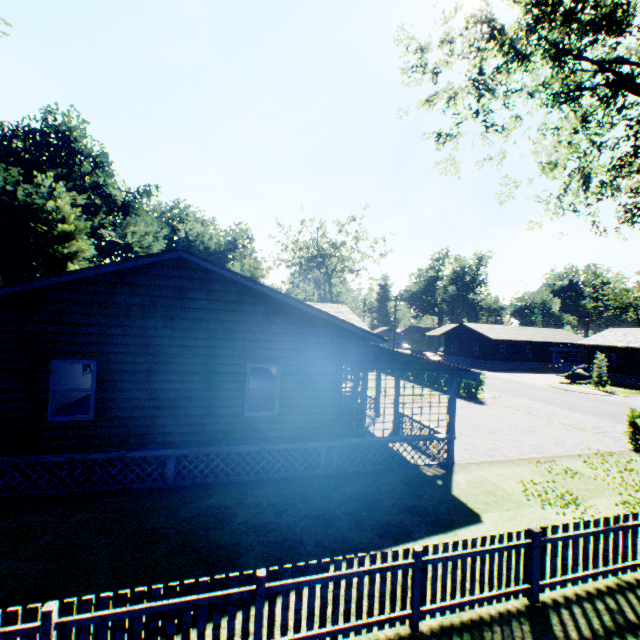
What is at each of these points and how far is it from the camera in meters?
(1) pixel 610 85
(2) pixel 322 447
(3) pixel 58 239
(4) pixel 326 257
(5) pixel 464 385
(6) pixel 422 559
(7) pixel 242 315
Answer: (1) tree, 12.7
(2) house, 10.4
(3) plant, 30.4
(4) tree, 49.8
(5) hedge, 24.7
(6) fence, 5.2
(7) flat, 9.7

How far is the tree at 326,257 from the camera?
48.00m

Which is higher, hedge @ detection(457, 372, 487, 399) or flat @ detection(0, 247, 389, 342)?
flat @ detection(0, 247, 389, 342)

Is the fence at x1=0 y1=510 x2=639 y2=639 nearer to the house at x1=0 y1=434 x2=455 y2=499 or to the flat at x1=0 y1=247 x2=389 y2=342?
the house at x1=0 y1=434 x2=455 y2=499

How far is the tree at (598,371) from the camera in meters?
31.7 m

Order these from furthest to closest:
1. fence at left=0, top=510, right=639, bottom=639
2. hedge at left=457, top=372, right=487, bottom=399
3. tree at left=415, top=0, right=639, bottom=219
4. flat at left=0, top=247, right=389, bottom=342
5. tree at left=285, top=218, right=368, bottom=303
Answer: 1. tree at left=285, top=218, right=368, bottom=303
2. hedge at left=457, top=372, right=487, bottom=399
3. tree at left=415, top=0, right=639, bottom=219
4. flat at left=0, top=247, right=389, bottom=342
5. fence at left=0, top=510, right=639, bottom=639

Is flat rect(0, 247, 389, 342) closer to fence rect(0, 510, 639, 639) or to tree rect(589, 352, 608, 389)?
fence rect(0, 510, 639, 639)

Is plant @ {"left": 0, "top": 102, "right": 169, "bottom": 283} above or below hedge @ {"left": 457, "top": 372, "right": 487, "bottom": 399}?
above
